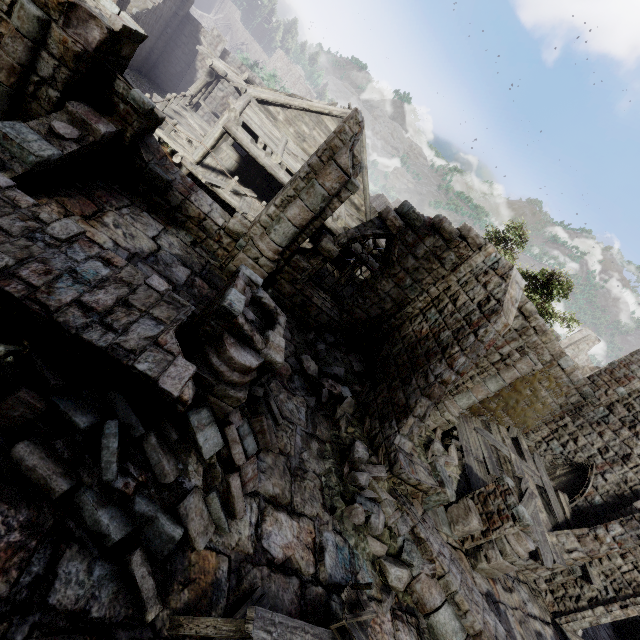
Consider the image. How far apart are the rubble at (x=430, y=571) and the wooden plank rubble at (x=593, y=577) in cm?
822

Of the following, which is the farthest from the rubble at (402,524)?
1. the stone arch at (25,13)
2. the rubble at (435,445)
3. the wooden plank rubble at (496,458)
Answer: the stone arch at (25,13)

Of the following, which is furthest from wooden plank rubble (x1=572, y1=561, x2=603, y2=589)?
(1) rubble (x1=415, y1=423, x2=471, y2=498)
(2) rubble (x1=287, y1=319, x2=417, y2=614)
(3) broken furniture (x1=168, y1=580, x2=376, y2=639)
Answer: (3) broken furniture (x1=168, y1=580, x2=376, y2=639)

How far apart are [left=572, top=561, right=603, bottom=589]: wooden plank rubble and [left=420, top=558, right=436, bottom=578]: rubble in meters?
8.2 m

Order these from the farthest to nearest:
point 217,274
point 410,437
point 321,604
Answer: point 217,274 < point 410,437 < point 321,604

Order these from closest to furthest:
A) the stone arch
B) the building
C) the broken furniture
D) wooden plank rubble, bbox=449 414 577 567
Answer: the broken furniture → the building → the stone arch → wooden plank rubble, bbox=449 414 577 567

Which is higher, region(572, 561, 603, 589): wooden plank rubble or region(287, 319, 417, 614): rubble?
region(572, 561, 603, 589): wooden plank rubble

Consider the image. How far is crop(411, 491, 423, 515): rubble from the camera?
7.87m
